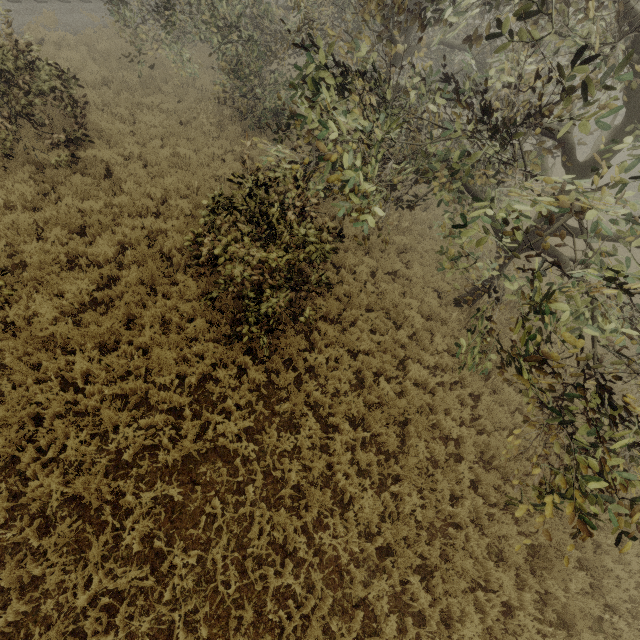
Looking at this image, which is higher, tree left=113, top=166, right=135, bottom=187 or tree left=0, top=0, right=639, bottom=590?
tree left=0, top=0, right=639, bottom=590

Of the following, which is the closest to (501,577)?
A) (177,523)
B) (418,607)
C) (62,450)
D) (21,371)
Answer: (418,607)

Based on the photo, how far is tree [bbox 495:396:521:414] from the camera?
8.70m

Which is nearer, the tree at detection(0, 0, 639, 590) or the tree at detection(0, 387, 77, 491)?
the tree at detection(0, 0, 639, 590)

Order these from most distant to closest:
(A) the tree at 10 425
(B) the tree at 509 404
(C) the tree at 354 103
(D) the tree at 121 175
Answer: (D) the tree at 121 175
(B) the tree at 509 404
(A) the tree at 10 425
(C) the tree at 354 103

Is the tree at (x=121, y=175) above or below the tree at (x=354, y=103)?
below
